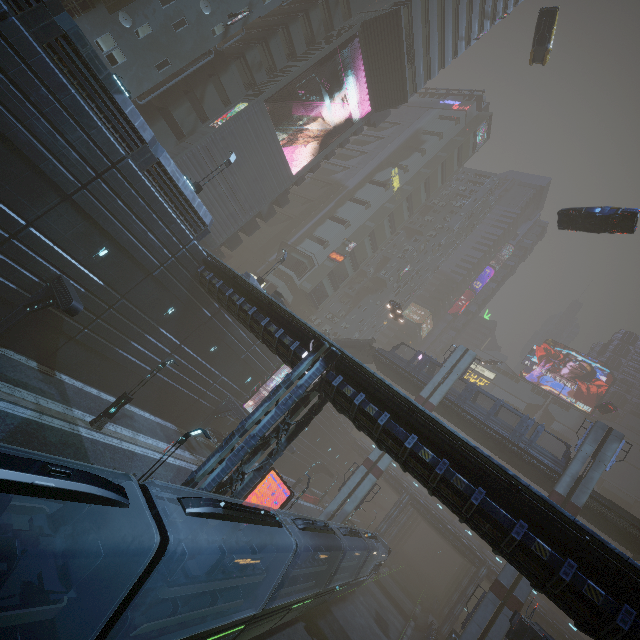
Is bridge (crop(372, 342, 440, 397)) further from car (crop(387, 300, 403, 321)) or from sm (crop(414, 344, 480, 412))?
car (crop(387, 300, 403, 321))

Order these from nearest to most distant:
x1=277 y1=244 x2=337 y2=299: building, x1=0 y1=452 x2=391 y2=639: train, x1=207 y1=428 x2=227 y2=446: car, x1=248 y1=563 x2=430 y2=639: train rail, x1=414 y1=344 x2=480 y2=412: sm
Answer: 1. x1=0 y1=452 x2=391 y2=639: train
2. x1=248 y1=563 x2=430 y2=639: train rail
3. x1=207 y1=428 x2=227 y2=446: car
4. x1=414 y1=344 x2=480 y2=412: sm
5. x1=277 y1=244 x2=337 y2=299: building

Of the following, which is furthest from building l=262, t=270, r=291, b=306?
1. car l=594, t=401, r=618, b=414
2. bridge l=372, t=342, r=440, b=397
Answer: bridge l=372, t=342, r=440, b=397

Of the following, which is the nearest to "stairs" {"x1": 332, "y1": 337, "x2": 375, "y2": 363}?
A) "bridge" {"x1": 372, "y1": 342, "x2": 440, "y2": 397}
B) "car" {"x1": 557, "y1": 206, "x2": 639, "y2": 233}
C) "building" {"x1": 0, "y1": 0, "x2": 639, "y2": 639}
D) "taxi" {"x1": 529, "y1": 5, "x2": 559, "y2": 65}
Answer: "bridge" {"x1": 372, "y1": 342, "x2": 440, "y2": 397}

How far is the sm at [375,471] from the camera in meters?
32.3 m

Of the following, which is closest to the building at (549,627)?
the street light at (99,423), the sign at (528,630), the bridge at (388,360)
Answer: the sign at (528,630)

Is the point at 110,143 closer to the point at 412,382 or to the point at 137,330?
the point at 137,330

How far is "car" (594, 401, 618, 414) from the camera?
51.5 meters
